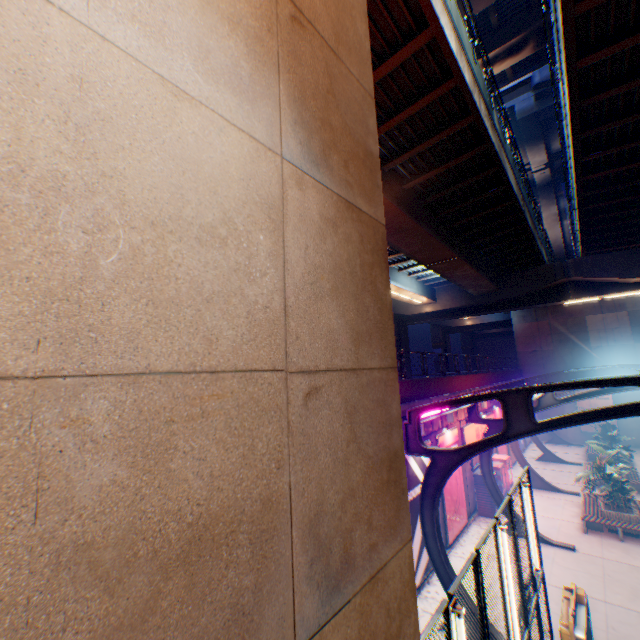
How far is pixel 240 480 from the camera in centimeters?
164cm

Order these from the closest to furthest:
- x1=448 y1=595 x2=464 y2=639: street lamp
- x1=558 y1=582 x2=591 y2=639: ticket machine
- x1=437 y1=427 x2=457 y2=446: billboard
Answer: x1=448 y1=595 x2=464 y2=639: street lamp, x1=558 y1=582 x2=591 y2=639: ticket machine, x1=437 y1=427 x2=457 y2=446: billboard

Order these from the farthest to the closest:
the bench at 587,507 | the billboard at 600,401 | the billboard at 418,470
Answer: the billboard at 600,401, the bench at 587,507, the billboard at 418,470

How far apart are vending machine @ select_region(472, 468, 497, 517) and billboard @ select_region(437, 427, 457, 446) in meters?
1.6 m

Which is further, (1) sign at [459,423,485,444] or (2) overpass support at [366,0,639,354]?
(1) sign at [459,423,485,444]

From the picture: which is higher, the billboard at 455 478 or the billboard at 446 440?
the billboard at 446 440

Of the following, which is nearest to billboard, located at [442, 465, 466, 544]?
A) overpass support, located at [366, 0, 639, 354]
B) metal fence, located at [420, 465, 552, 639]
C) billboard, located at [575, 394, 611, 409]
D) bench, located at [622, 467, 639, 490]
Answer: metal fence, located at [420, 465, 552, 639]

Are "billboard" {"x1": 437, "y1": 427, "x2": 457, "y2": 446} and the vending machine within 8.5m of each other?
yes
